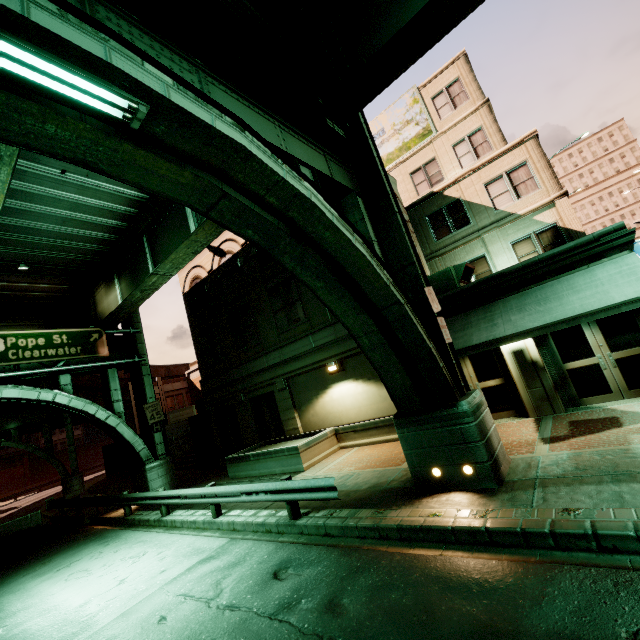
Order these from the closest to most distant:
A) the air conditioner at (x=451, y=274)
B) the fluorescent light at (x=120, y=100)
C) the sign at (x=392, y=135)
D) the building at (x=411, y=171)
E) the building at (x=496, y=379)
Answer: the fluorescent light at (x=120, y=100) → the building at (x=496, y=379) → the building at (x=411, y=171) → the air conditioner at (x=451, y=274) → the sign at (x=392, y=135)

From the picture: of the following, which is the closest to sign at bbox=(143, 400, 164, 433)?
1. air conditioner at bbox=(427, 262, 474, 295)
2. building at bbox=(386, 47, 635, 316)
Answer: building at bbox=(386, 47, 635, 316)

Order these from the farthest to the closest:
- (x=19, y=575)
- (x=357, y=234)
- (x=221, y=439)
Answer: (x=221, y=439) → (x=19, y=575) → (x=357, y=234)

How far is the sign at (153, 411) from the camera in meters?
17.0

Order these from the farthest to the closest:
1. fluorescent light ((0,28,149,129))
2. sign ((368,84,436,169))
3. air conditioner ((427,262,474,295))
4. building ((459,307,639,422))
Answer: sign ((368,84,436,169))
air conditioner ((427,262,474,295))
building ((459,307,639,422))
fluorescent light ((0,28,149,129))

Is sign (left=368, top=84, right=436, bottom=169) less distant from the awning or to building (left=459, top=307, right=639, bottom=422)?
building (left=459, top=307, right=639, bottom=422)

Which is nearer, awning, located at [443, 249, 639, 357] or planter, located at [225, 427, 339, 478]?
awning, located at [443, 249, 639, 357]

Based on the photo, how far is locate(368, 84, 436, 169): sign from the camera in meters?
20.0 m
